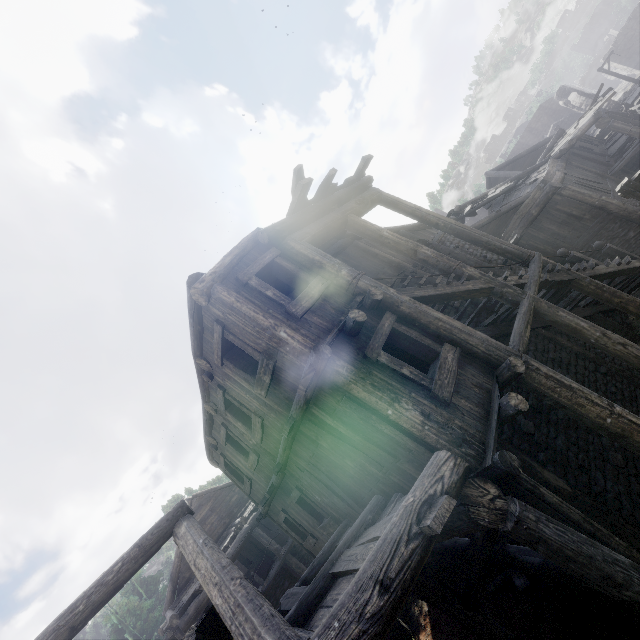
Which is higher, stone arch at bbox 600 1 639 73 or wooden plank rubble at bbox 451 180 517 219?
wooden plank rubble at bbox 451 180 517 219

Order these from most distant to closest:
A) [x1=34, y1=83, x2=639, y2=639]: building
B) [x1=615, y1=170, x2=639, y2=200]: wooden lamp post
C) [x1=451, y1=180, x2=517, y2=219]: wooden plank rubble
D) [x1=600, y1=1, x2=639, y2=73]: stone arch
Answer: [x1=600, y1=1, x2=639, y2=73]: stone arch, [x1=451, y1=180, x2=517, y2=219]: wooden plank rubble, [x1=615, y1=170, x2=639, y2=200]: wooden lamp post, [x1=34, y1=83, x2=639, y2=639]: building

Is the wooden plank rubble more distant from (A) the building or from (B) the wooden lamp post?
(B) the wooden lamp post

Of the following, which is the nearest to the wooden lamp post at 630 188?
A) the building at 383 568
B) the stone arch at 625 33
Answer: the building at 383 568

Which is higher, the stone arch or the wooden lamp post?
the wooden lamp post

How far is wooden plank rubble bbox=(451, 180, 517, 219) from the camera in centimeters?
1611cm

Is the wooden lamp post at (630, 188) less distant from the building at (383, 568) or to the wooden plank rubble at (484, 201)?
the building at (383, 568)

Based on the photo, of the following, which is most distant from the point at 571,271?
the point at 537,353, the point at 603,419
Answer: the point at 603,419
